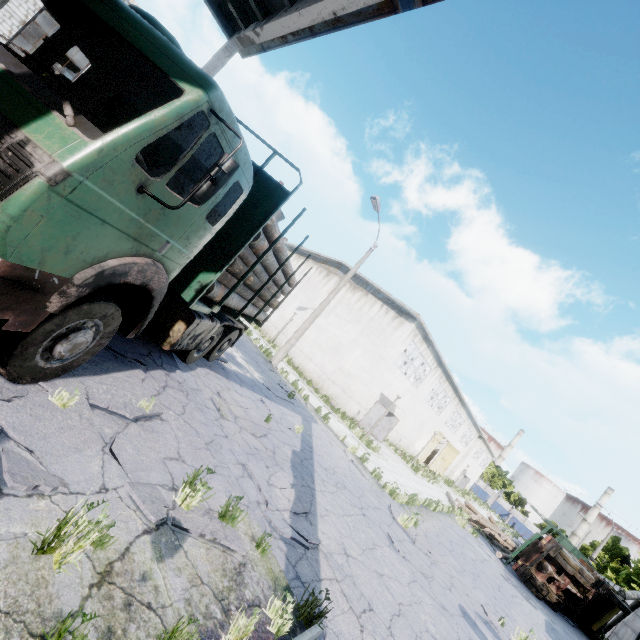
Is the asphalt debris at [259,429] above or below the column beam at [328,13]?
below

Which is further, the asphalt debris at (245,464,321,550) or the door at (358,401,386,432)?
the door at (358,401,386,432)

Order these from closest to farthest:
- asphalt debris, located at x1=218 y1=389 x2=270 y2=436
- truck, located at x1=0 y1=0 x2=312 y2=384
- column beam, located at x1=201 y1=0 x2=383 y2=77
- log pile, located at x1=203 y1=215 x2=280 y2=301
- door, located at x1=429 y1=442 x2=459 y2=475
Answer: truck, located at x1=0 y1=0 x2=312 y2=384 → log pile, located at x1=203 y1=215 x2=280 y2=301 → column beam, located at x1=201 y1=0 x2=383 y2=77 → asphalt debris, located at x1=218 y1=389 x2=270 y2=436 → door, located at x1=429 y1=442 x2=459 y2=475

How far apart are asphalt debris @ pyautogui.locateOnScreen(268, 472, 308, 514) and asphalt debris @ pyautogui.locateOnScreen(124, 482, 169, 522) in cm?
83

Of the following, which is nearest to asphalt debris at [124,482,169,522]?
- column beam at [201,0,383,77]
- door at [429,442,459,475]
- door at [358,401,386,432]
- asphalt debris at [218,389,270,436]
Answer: asphalt debris at [218,389,270,436]

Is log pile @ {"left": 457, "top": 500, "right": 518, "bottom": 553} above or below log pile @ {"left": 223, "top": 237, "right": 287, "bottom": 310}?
below

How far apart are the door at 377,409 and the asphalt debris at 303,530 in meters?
16.4 m

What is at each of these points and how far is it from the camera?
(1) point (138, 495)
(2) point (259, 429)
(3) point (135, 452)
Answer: (1) asphalt debris, 3.29m
(2) asphalt debris, 7.62m
(3) asphalt debris, 3.88m
